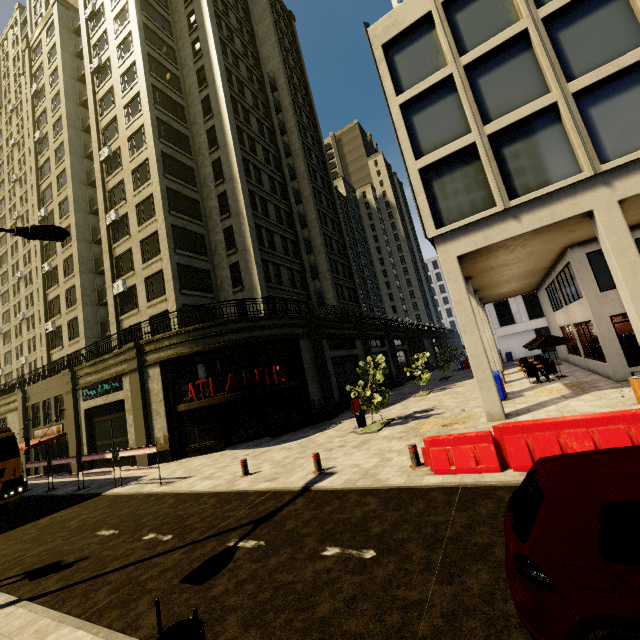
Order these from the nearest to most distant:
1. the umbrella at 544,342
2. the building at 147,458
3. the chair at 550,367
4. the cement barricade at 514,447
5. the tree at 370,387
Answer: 1. the cement barricade at 514,447
2. the tree at 370,387
3. the chair at 550,367
4. the umbrella at 544,342
5. the building at 147,458

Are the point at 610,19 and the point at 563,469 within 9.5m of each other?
no

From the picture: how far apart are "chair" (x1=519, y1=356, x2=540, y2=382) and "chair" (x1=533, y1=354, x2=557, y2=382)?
0.3m

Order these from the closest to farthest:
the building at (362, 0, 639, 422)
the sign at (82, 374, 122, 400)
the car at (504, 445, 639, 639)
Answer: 1. the car at (504, 445, 639, 639)
2. the building at (362, 0, 639, 422)
3. the sign at (82, 374, 122, 400)

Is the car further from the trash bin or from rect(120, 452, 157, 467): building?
rect(120, 452, 157, 467): building

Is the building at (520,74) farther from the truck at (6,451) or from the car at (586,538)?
the car at (586,538)

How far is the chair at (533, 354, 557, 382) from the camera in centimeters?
1620cm

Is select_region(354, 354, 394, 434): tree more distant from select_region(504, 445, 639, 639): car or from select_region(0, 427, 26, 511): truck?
select_region(0, 427, 26, 511): truck
